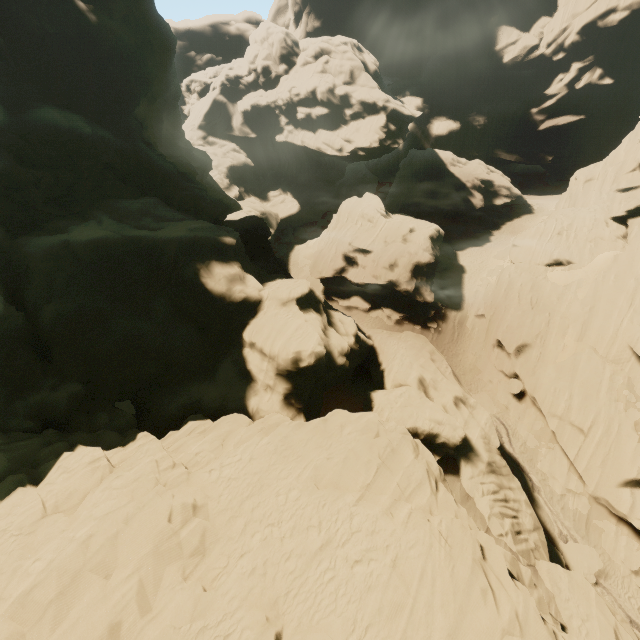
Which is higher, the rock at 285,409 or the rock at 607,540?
the rock at 285,409

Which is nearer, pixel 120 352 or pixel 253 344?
pixel 120 352

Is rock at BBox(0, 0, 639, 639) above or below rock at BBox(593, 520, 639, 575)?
above

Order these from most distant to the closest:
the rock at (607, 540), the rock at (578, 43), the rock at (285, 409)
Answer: the rock at (578, 43) → the rock at (607, 540) → the rock at (285, 409)

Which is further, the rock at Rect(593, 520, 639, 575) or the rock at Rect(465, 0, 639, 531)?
the rock at Rect(465, 0, 639, 531)
